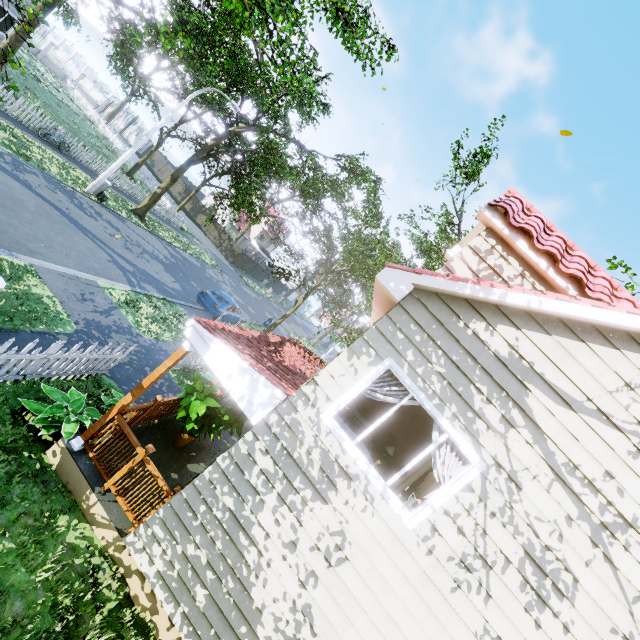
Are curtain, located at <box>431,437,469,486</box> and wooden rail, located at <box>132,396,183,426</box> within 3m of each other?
no

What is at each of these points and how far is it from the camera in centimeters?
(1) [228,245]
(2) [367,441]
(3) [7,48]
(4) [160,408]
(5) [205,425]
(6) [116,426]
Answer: (1) fence, 4084cm
(2) bed, 673cm
(3) tree, 1480cm
(4) wooden rail, 712cm
(5) plant, 738cm
(6) wooden rail, 553cm

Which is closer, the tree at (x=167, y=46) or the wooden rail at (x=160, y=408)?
the wooden rail at (x=160, y=408)

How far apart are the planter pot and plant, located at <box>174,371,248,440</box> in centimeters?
23cm

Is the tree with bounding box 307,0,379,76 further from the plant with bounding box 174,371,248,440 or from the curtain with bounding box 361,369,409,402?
the curtain with bounding box 361,369,409,402

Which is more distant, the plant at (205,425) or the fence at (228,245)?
the fence at (228,245)

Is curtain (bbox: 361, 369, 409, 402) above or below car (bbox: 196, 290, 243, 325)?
above

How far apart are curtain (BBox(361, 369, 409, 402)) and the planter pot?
4.2 meters
